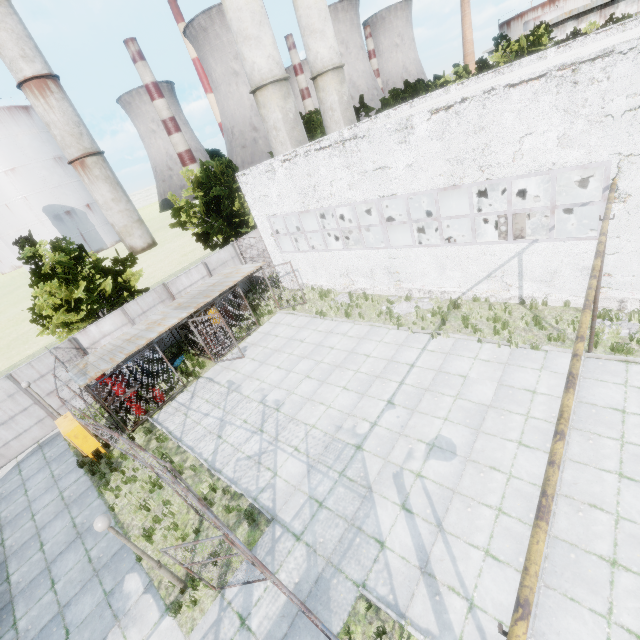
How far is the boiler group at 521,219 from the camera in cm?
1163

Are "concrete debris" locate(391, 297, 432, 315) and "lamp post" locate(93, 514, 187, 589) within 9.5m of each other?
no

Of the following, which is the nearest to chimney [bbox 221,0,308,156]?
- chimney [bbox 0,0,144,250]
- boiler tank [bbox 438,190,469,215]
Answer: boiler tank [bbox 438,190,469,215]

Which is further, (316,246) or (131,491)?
(316,246)

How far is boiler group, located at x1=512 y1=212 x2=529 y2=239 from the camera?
11.6 meters

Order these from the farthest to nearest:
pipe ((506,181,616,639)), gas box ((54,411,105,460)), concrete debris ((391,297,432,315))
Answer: concrete debris ((391,297,432,315)) < gas box ((54,411,105,460)) < pipe ((506,181,616,639))

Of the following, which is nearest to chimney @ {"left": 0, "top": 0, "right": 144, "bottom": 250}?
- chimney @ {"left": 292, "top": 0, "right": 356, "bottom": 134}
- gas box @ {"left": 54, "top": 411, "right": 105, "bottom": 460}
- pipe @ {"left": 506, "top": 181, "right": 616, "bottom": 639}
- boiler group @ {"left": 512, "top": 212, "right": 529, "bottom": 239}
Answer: chimney @ {"left": 292, "top": 0, "right": 356, "bottom": 134}

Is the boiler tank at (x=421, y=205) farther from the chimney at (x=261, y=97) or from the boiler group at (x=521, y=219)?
the chimney at (x=261, y=97)
